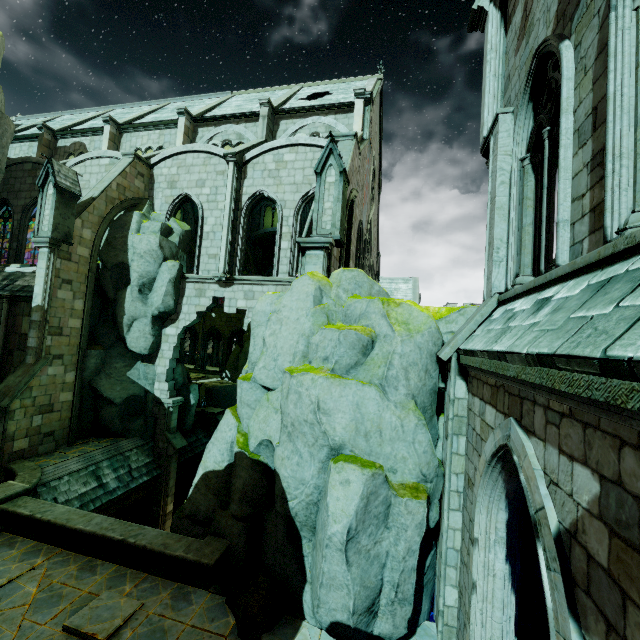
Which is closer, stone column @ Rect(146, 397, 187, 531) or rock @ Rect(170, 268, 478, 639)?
rock @ Rect(170, 268, 478, 639)

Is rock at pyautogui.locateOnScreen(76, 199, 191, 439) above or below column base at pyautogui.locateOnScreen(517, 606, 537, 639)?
above

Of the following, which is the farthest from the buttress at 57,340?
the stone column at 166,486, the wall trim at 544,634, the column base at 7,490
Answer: the wall trim at 544,634

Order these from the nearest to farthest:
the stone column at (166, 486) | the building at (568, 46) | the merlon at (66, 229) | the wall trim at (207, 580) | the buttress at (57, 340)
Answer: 1. the building at (568, 46)
2. the wall trim at (207, 580)
3. the buttress at (57, 340)
4. the merlon at (66, 229)
5. the stone column at (166, 486)

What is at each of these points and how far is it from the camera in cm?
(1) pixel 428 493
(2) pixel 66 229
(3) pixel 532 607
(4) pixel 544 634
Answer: (1) rock, 679
(2) merlon, 1381
(3) stone column, 632
(4) wall trim, 614

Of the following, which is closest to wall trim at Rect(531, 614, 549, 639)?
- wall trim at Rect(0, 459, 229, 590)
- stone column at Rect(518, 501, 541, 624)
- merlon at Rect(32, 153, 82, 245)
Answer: stone column at Rect(518, 501, 541, 624)

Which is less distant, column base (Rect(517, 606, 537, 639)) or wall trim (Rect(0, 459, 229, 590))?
column base (Rect(517, 606, 537, 639))

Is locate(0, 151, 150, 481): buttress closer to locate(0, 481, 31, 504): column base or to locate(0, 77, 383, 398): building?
locate(0, 77, 383, 398): building
